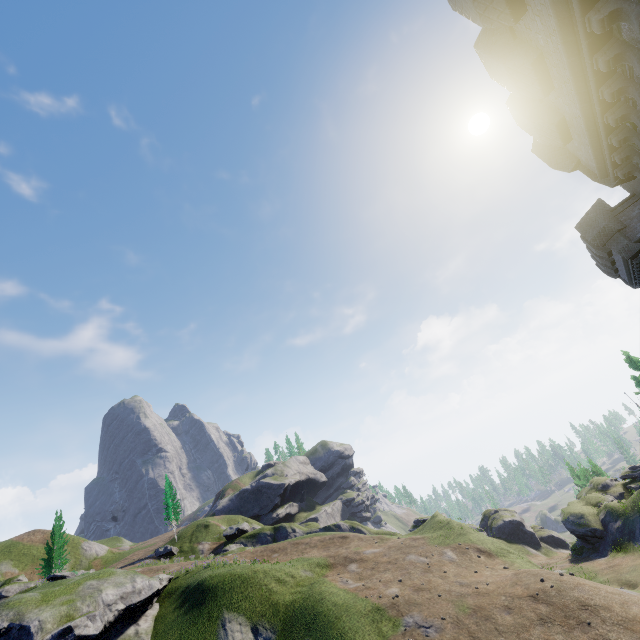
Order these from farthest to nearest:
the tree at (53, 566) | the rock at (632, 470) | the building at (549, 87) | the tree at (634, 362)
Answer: the tree at (53, 566)
the tree at (634, 362)
the rock at (632, 470)
the building at (549, 87)

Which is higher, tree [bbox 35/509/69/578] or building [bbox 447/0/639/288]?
tree [bbox 35/509/69/578]

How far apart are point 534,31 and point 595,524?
38.4m

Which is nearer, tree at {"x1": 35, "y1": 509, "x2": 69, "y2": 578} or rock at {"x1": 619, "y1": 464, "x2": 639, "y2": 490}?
rock at {"x1": 619, "y1": 464, "x2": 639, "y2": 490}

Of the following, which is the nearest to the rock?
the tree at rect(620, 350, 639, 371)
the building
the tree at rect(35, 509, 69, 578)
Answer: the tree at rect(620, 350, 639, 371)

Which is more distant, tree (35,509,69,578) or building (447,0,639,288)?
tree (35,509,69,578)

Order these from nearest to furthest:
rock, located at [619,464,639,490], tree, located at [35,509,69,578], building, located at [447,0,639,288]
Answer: building, located at [447,0,639,288] → rock, located at [619,464,639,490] → tree, located at [35,509,69,578]

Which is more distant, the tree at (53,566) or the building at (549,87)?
the tree at (53,566)
